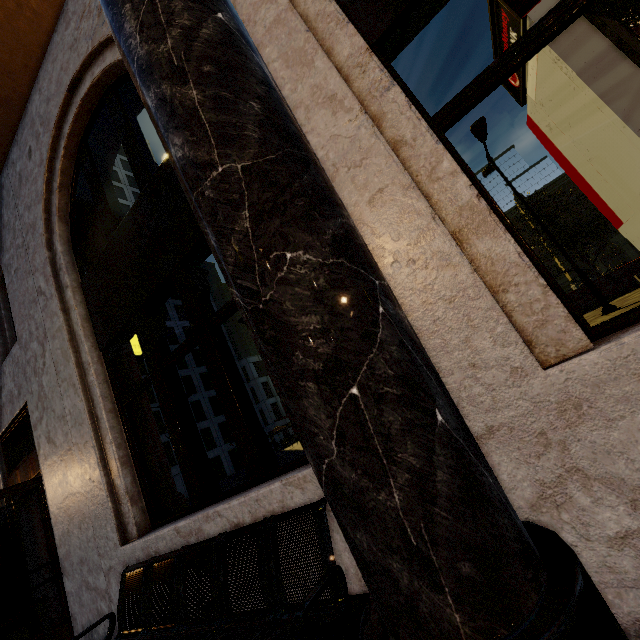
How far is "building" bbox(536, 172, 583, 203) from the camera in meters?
56.2

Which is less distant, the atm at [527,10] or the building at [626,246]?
the atm at [527,10]

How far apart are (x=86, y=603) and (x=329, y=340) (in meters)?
4.77

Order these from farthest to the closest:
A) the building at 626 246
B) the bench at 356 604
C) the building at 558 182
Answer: the building at 558 182, the building at 626 246, the bench at 356 604

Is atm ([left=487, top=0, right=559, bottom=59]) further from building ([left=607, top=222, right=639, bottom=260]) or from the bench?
building ([left=607, top=222, right=639, bottom=260])

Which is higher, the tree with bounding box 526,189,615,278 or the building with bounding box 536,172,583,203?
the building with bounding box 536,172,583,203

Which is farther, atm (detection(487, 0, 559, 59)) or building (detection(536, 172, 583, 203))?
→ building (detection(536, 172, 583, 203))

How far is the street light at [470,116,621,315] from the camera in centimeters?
1138cm
